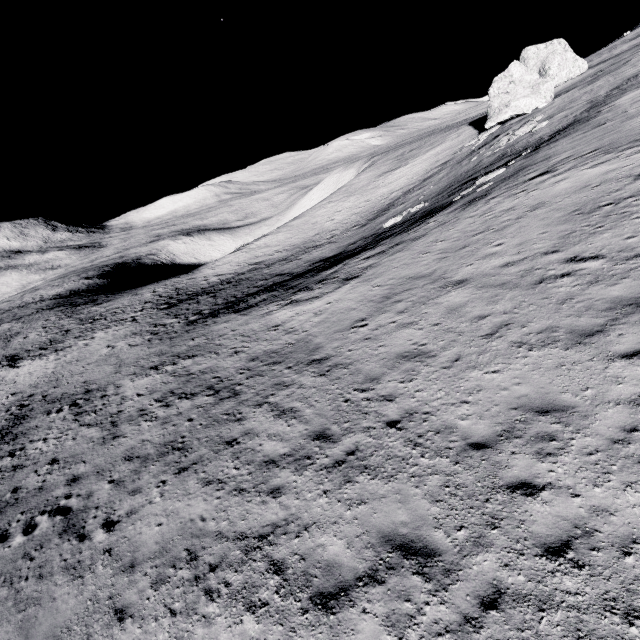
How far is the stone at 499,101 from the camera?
36.66m

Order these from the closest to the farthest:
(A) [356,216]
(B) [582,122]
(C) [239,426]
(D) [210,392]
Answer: (C) [239,426]
(D) [210,392]
(B) [582,122]
(A) [356,216]

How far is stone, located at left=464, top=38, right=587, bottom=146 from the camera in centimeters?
3666cm
